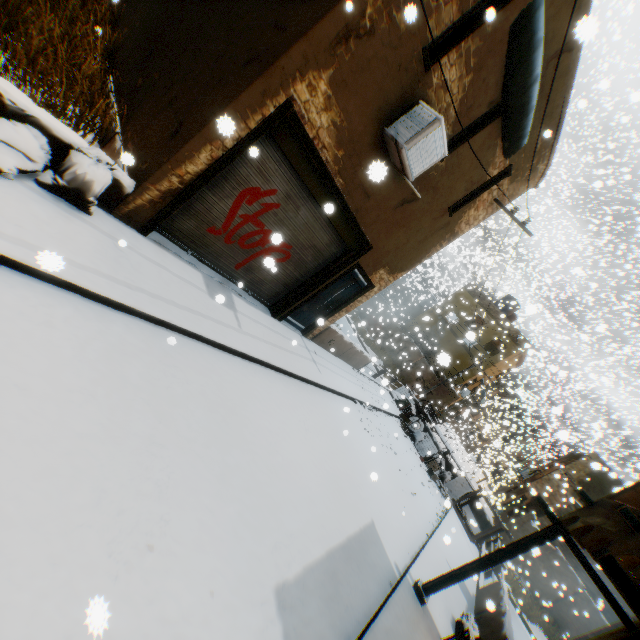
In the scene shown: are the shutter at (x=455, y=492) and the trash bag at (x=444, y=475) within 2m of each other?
yes

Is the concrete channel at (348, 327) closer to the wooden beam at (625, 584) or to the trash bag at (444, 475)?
the trash bag at (444, 475)

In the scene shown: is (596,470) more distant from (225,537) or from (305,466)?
(225,537)

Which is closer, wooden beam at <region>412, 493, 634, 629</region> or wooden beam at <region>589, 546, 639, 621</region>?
wooden beam at <region>589, 546, 639, 621</region>

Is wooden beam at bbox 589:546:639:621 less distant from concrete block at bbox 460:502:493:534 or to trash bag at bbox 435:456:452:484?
concrete block at bbox 460:502:493:534

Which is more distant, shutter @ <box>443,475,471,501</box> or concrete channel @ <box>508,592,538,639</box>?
shutter @ <box>443,475,471,501</box>

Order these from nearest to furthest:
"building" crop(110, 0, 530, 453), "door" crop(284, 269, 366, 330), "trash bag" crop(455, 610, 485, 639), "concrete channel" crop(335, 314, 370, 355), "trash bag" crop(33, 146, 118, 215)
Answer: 1. "trash bag" crop(33, 146, 118, 215)
2. "building" crop(110, 0, 530, 453)
3. "trash bag" crop(455, 610, 485, 639)
4. "door" crop(284, 269, 366, 330)
5. "concrete channel" crop(335, 314, 370, 355)

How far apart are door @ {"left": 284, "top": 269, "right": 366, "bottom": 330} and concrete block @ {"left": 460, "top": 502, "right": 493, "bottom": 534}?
6.5 meters
